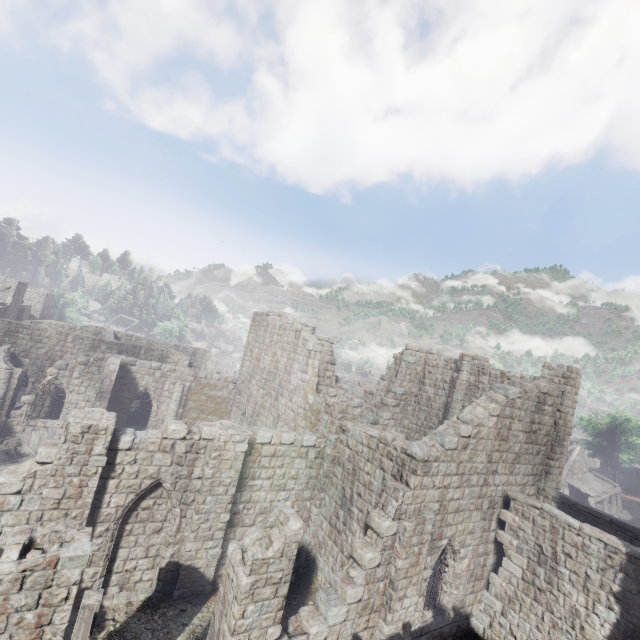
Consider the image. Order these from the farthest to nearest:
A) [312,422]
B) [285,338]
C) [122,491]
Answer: [285,338] → [312,422] → [122,491]

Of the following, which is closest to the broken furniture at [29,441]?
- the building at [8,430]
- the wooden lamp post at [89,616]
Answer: the building at [8,430]

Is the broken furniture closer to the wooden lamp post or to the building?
the building

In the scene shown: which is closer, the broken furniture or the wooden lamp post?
the wooden lamp post

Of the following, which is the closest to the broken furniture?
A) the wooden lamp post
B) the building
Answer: the building

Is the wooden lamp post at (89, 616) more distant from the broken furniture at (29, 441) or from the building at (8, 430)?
the broken furniture at (29, 441)
